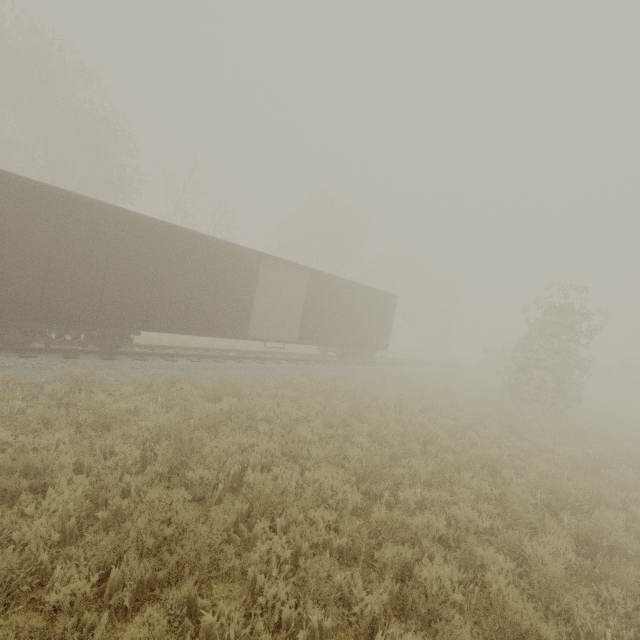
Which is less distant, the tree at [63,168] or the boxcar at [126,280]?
the boxcar at [126,280]

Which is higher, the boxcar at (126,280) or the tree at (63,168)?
the tree at (63,168)

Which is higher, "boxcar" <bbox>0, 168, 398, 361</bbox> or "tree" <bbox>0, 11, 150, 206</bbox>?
"tree" <bbox>0, 11, 150, 206</bbox>

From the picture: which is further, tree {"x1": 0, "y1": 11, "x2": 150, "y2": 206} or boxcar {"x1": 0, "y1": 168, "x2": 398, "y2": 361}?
tree {"x1": 0, "y1": 11, "x2": 150, "y2": 206}

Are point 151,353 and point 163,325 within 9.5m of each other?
yes
